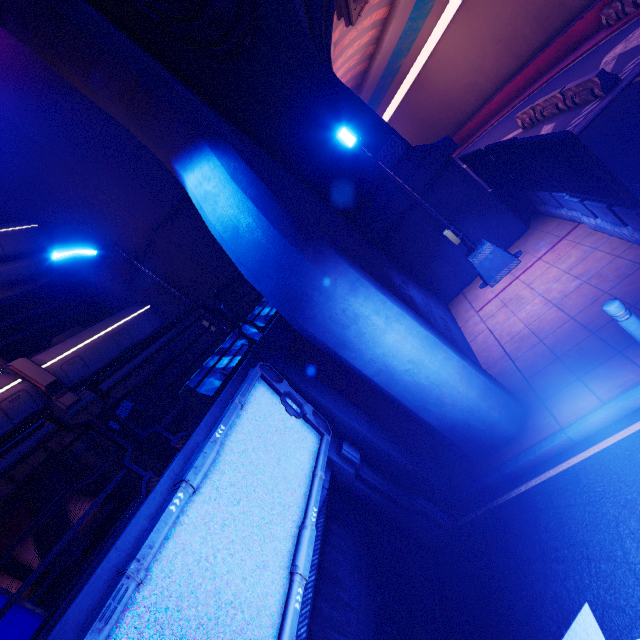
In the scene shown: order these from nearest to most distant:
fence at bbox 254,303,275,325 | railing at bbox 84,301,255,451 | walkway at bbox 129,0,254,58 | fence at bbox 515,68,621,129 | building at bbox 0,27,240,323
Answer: railing at bbox 84,301,255,451 → walkway at bbox 129,0,254,58 → fence at bbox 254,303,275,325 → building at bbox 0,27,240,323 → fence at bbox 515,68,621,129

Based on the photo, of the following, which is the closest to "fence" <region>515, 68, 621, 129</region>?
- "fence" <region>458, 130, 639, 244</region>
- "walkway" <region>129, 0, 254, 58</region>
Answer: "fence" <region>458, 130, 639, 244</region>

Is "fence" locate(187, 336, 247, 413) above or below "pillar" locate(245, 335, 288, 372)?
above

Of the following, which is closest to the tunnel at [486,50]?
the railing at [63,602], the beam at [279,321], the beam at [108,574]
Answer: the beam at [279,321]

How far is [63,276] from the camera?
11.7 meters

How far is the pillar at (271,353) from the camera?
5.35m

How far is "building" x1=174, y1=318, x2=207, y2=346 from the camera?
12.11m
